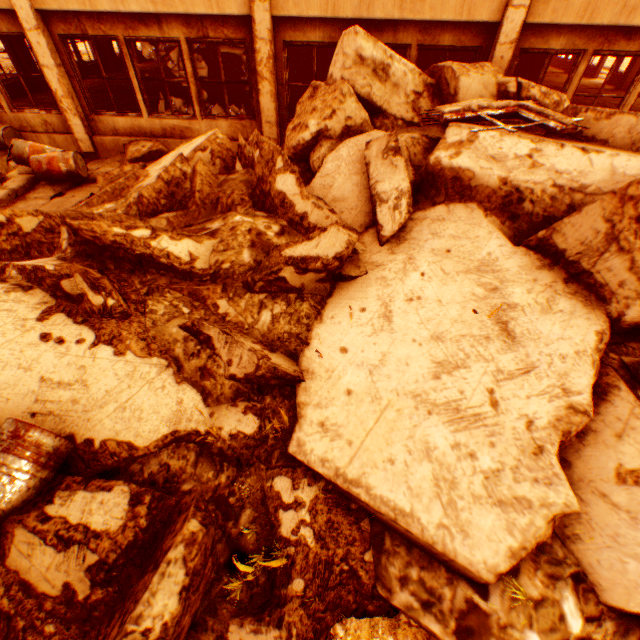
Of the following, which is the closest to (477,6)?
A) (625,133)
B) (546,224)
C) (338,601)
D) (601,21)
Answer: (601,21)

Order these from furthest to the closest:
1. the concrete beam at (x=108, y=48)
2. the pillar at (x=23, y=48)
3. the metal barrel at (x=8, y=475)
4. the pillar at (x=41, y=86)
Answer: the concrete beam at (x=108, y=48)
the pillar at (x=41, y=86)
the pillar at (x=23, y=48)
the metal barrel at (x=8, y=475)

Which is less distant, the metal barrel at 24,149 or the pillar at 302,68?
the metal barrel at 24,149

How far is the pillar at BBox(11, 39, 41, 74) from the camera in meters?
11.1

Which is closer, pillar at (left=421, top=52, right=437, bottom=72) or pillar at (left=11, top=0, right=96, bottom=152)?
pillar at (left=11, top=0, right=96, bottom=152)

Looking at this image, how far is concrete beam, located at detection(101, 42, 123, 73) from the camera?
14.95m

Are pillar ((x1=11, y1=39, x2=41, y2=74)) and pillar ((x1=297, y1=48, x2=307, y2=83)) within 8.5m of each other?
no

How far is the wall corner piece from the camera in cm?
848
